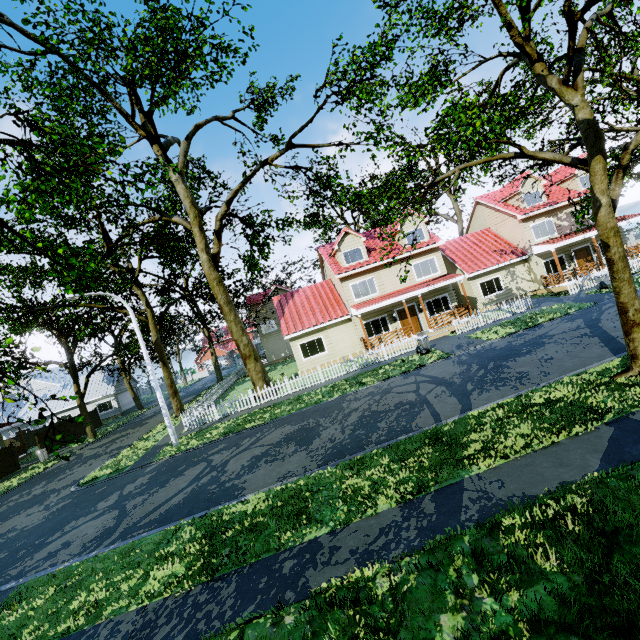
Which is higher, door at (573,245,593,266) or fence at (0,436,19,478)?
door at (573,245,593,266)

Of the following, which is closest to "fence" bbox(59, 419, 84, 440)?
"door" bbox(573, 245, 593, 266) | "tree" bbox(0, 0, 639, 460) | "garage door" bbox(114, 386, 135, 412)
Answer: "tree" bbox(0, 0, 639, 460)

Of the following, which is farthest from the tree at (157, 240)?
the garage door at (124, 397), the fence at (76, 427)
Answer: the garage door at (124, 397)

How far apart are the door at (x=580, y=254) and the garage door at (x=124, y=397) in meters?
50.6 m

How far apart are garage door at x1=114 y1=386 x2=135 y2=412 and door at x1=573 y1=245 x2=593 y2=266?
50.57m

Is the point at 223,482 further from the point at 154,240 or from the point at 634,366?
the point at 154,240
